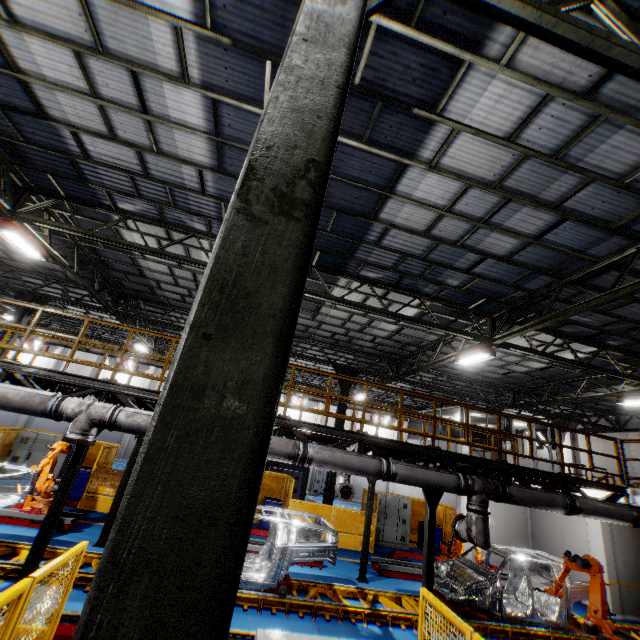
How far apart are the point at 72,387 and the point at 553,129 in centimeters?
1221cm

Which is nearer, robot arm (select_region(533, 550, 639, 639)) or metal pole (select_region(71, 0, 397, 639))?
metal pole (select_region(71, 0, 397, 639))

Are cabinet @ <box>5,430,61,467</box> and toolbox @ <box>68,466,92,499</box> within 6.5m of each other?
yes

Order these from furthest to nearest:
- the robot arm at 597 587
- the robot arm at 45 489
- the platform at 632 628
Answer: the platform at 632 628, the robot arm at 45 489, the robot arm at 597 587

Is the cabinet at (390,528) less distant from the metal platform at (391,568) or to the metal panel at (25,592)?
the metal panel at (25,592)

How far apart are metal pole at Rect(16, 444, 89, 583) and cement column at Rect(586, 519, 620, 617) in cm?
1744

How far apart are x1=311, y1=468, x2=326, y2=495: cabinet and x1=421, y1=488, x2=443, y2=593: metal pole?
22.66m

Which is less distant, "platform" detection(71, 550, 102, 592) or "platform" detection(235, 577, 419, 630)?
"platform" detection(71, 550, 102, 592)
